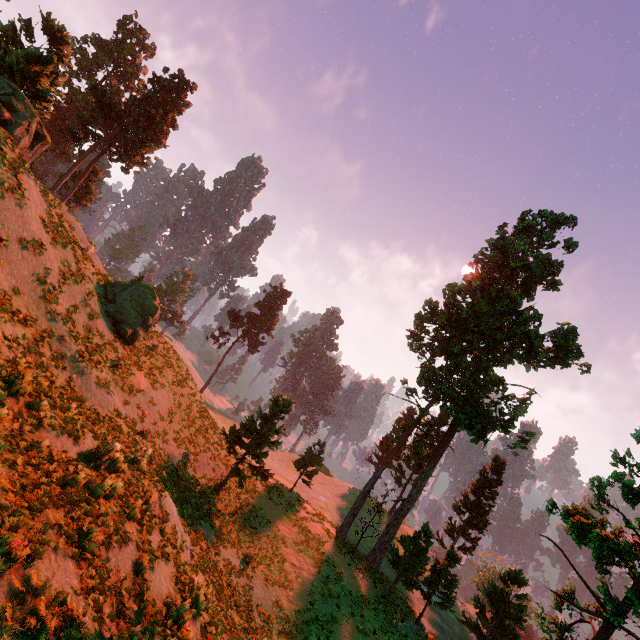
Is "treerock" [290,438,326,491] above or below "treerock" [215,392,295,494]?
below

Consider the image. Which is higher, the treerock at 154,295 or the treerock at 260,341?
the treerock at 260,341

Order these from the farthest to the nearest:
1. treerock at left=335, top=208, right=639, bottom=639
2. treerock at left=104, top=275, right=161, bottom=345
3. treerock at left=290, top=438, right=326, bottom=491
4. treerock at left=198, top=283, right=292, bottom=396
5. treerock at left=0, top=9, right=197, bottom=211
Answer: treerock at left=198, top=283, right=292, bottom=396, treerock at left=290, top=438, right=326, bottom=491, treerock at left=104, top=275, right=161, bottom=345, treerock at left=0, top=9, right=197, bottom=211, treerock at left=335, top=208, right=639, bottom=639

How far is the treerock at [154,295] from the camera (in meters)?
20.73

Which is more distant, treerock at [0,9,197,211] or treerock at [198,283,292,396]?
treerock at [198,283,292,396]

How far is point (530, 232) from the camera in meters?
39.1 m
